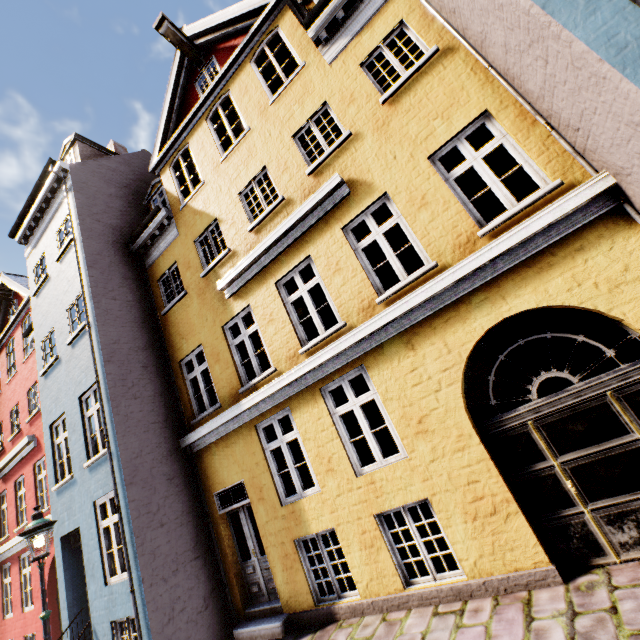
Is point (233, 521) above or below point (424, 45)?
below

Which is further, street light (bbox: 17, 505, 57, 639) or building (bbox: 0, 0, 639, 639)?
street light (bbox: 17, 505, 57, 639)

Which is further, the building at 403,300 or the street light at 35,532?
the street light at 35,532
